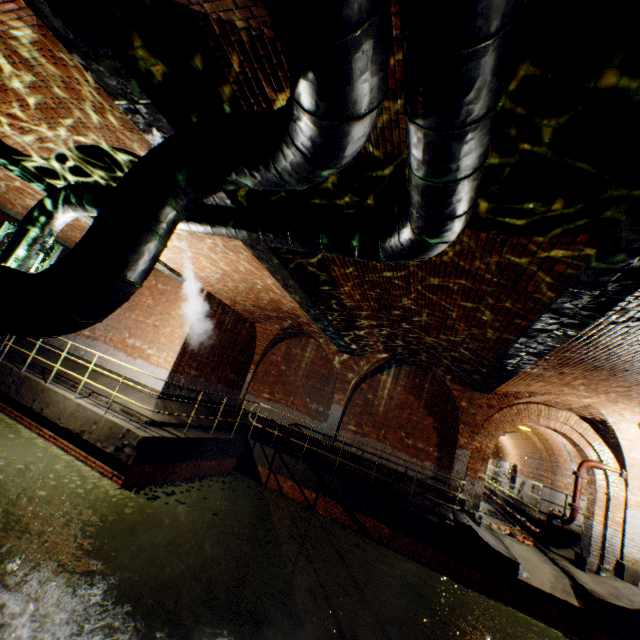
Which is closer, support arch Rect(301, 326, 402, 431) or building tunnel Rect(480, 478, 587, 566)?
building tunnel Rect(480, 478, 587, 566)

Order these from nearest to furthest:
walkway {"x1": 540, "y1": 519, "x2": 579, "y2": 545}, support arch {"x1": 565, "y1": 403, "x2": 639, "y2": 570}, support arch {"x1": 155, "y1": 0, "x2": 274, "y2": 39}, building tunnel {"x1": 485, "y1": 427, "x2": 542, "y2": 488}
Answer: support arch {"x1": 155, "y1": 0, "x2": 274, "y2": 39}
support arch {"x1": 565, "y1": 403, "x2": 639, "y2": 570}
walkway {"x1": 540, "y1": 519, "x2": 579, "y2": 545}
building tunnel {"x1": 485, "y1": 427, "x2": 542, "y2": 488}

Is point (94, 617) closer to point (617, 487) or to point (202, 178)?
point (202, 178)

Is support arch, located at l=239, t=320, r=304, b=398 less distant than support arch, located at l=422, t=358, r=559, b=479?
No

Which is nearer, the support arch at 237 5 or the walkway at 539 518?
the support arch at 237 5

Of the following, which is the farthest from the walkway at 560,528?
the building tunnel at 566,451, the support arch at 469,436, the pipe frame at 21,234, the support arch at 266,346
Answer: the pipe frame at 21,234

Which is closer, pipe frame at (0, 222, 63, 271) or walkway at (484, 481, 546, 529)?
pipe frame at (0, 222, 63, 271)

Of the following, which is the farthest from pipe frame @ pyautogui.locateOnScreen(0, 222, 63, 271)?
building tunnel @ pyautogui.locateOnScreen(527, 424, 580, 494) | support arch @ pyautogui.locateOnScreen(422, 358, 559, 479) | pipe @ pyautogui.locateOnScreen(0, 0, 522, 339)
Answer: building tunnel @ pyautogui.locateOnScreen(527, 424, 580, 494)
